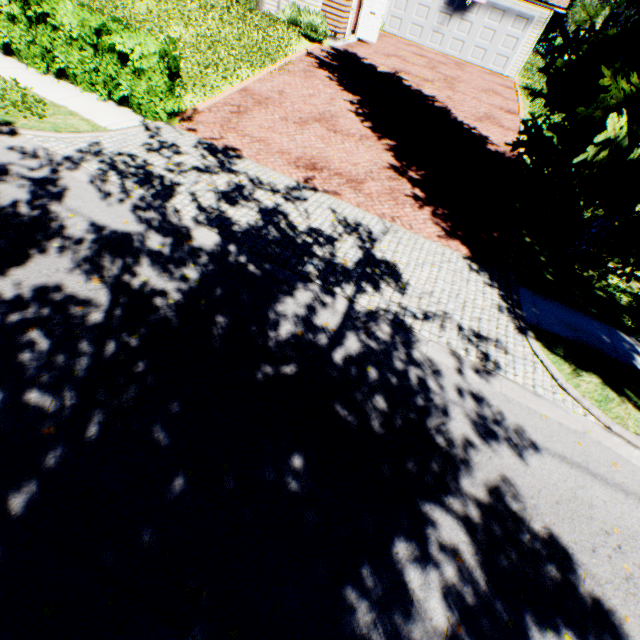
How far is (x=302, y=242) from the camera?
6.7m

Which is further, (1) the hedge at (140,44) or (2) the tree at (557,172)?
(1) the hedge at (140,44)

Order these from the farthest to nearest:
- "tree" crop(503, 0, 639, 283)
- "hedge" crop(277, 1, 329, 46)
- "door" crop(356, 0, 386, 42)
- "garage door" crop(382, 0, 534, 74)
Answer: "garage door" crop(382, 0, 534, 74) → "door" crop(356, 0, 386, 42) → "hedge" crop(277, 1, 329, 46) → "tree" crop(503, 0, 639, 283)

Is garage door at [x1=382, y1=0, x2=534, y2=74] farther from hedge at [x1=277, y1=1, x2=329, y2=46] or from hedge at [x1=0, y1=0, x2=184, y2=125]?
hedge at [x1=0, y1=0, x2=184, y2=125]

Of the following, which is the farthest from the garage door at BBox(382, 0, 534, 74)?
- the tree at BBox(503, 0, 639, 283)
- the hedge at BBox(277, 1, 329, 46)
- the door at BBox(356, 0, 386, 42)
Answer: the tree at BBox(503, 0, 639, 283)

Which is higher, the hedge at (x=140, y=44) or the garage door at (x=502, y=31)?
the garage door at (x=502, y=31)

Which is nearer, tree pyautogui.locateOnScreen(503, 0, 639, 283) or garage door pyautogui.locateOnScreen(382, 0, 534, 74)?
tree pyautogui.locateOnScreen(503, 0, 639, 283)

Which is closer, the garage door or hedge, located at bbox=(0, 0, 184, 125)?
hedge, located at bbox=(0, 0, 184, 125)
